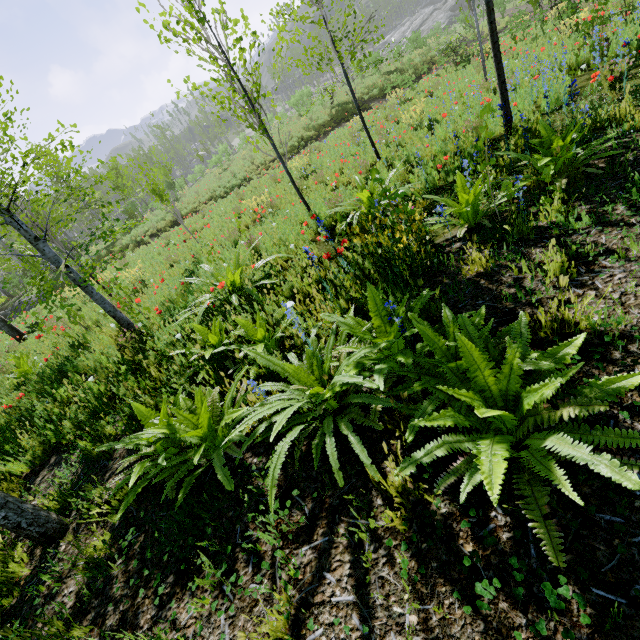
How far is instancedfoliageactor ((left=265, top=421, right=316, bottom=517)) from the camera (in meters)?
2.00

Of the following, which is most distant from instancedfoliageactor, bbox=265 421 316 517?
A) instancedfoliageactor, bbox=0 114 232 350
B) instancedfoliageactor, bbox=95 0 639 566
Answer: instancedfoliageactor, bbox=95 0 639 566

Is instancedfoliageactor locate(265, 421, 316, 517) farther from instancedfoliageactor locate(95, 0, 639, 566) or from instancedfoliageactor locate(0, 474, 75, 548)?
instancedfoliageactor locate(95, 0, 639, 566)

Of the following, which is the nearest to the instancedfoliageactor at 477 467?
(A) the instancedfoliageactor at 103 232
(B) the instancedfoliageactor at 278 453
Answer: (A) the instancedfoliageactor at 103 232

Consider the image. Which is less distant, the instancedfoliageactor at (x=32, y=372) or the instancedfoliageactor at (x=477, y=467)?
the instancedfoliageactor at (x=477, y=467)

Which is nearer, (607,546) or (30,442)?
(607,546)

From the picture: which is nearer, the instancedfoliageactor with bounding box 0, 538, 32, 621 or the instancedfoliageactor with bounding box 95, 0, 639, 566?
the instancedfoliageactor with bounding box 95, 0, 639, 566
